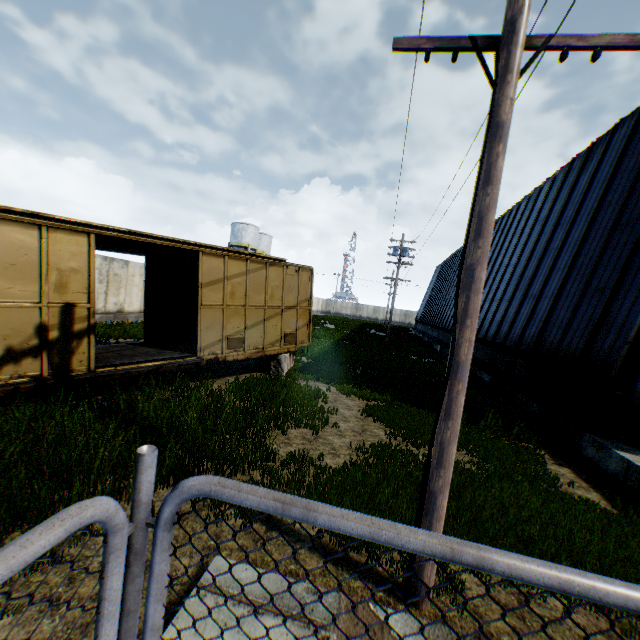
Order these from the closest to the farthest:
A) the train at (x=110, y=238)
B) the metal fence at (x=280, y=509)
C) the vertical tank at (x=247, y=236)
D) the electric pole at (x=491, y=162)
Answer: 1. the metal fence at (x=280, y=509)
2. the electric pole at (x=491, y=162)
3. the train at (x=110, y=238)
4. the vertical tank at (x=247, y=236)

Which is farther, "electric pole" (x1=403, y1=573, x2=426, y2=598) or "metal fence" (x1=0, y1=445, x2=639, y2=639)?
"electric pole" (x1=403, y1=573, x2=426, y2=598)

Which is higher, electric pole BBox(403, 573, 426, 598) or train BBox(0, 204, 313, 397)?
train BBox(0, 204, 313, 397)

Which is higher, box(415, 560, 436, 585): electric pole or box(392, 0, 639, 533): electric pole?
box(392, 0, 639, 533): electric pole

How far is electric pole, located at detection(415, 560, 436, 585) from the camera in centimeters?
329cm

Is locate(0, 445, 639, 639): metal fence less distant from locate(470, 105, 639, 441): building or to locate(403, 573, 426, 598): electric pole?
locate(403, 573, 426, 598): electric pole

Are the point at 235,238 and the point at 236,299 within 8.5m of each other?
no

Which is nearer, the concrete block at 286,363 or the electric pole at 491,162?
the electric pole at 491,162
